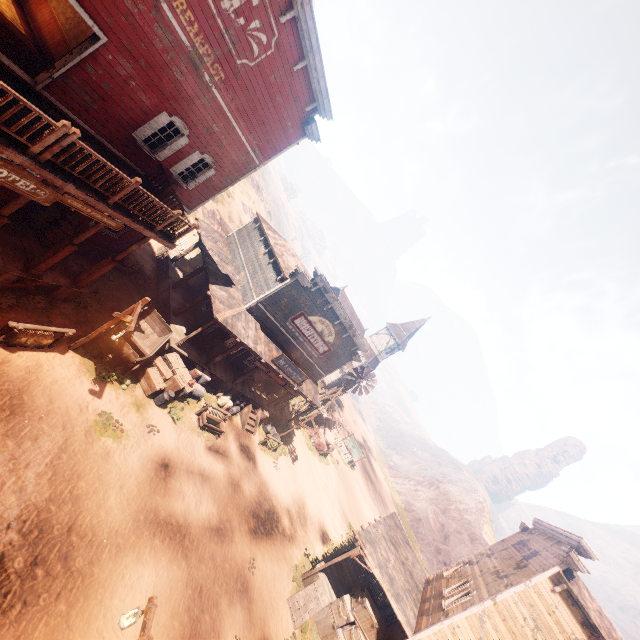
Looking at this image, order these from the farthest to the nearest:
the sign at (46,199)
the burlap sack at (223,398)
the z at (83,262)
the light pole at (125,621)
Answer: the burlap sack at (223,398) → the z at (83,262) → the sign at (46,199) → the light pole at (125,621)

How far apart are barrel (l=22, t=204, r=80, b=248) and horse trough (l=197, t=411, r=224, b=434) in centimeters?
916cm

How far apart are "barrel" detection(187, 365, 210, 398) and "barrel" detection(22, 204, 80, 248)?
7.58m

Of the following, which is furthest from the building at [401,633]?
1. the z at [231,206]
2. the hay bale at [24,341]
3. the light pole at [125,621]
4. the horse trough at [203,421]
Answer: the light pole at [125,621]

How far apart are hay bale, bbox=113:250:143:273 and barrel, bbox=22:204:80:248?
3.58m

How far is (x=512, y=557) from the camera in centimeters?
1766cm

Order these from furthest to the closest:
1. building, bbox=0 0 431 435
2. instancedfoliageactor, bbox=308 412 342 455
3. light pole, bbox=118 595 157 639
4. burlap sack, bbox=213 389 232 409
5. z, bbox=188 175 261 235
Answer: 1. z, bbox=188 175 261 235
2. instancedfoliageactor, bbox=308 412 342 455
3. burlap sack, bbox=213 389 232 409
4. building, bbox=0 0 431 435
5. light pole, bbox=118 595 157 639

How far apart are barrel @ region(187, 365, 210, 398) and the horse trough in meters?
0.9 m
